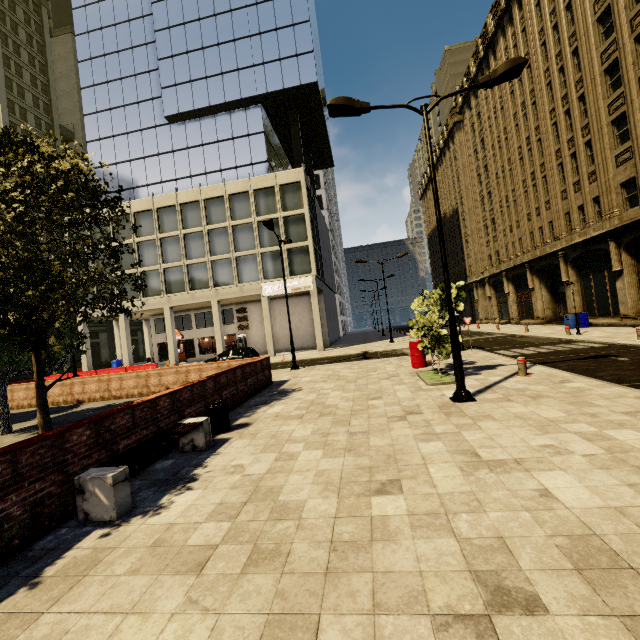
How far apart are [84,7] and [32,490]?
53.0m

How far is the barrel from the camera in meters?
13.5 m

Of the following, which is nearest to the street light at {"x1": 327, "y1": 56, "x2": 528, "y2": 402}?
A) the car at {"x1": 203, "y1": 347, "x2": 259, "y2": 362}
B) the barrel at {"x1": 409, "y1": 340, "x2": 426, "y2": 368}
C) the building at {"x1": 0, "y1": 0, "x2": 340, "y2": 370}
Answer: the barrel at {"x1": 409, "y1": 340, "x2": 426, "y2": 368}

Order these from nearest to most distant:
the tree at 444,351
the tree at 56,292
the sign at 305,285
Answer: the tree at 56,292 → the tree at 444,351 → the sign at 305,285

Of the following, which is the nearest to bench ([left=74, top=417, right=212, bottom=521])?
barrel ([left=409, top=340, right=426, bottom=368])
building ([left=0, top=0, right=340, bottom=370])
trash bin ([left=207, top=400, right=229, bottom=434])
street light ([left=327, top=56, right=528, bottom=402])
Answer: trash bin ([left=207, top=400, right=229, bottom=434])

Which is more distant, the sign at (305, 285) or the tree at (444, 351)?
the sign at (305, 285)

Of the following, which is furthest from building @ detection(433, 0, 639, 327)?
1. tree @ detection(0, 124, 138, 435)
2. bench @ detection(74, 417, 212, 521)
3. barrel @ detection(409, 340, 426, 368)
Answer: bench @ detection(74, 417, 212, 521)

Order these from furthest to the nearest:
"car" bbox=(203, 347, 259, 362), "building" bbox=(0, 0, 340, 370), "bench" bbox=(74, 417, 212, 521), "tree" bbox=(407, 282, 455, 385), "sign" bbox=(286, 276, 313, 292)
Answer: "building" bbox=(0, 0, 340, 370) → "sign" bbox=(286, 276, 313, 292) → "car" bbox=(203, 347, 259, 362) → "tree" bbox=(407, 282, 455, 385) → "bench" bbox=(74, 417, 212, 521)
